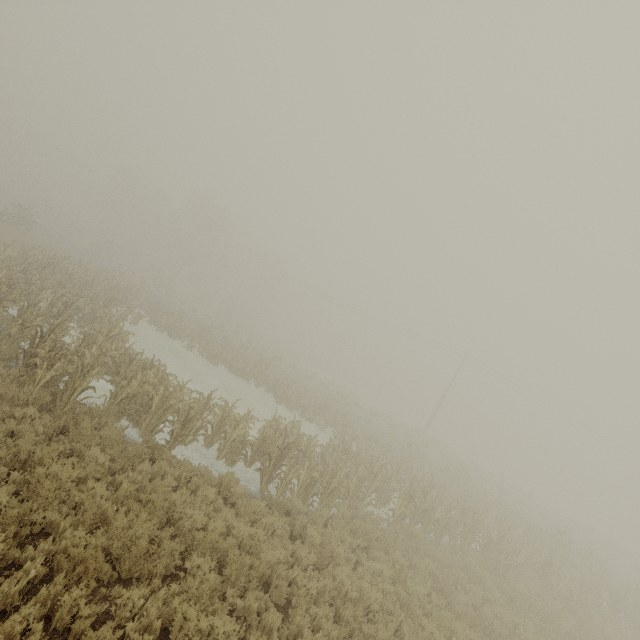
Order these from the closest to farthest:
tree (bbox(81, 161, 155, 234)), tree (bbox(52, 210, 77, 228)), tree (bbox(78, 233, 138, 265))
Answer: tree (bbox(78, 233, 138, 265)), tree (bbox(81, 161, 155, 234)), tree (bbox(52, 210, 77, 228))

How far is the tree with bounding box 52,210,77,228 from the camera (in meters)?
57.70

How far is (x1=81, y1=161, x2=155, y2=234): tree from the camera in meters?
55.3

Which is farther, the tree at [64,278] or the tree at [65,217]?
the tree at [65,217]

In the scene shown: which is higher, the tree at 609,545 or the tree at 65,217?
the tree at 65,217

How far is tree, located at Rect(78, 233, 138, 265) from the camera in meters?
43.1 m

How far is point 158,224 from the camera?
52.1m

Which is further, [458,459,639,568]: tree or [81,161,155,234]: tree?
[81,161,155,234]: tree
